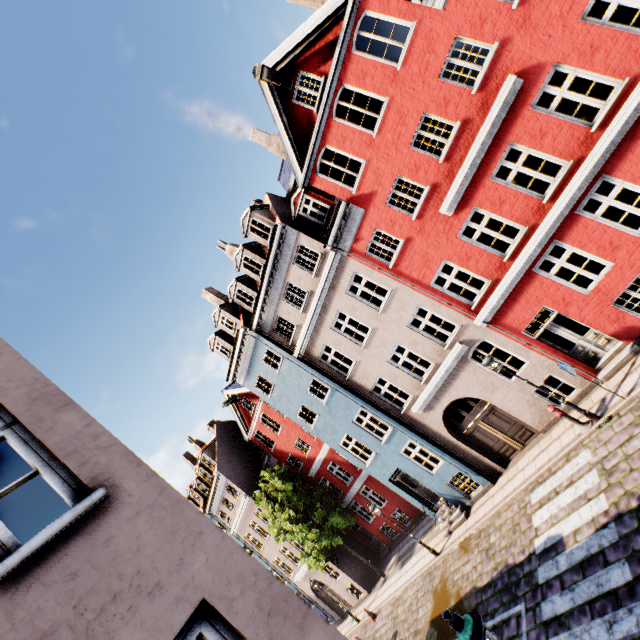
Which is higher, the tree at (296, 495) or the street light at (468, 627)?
the tree at (296, 495)

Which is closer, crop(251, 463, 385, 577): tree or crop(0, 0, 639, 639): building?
crop(0, 0, 639, 639): building

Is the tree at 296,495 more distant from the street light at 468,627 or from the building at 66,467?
the street light at 468,627

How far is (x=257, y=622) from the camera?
2.41m

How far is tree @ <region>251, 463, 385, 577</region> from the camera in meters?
19.9 m

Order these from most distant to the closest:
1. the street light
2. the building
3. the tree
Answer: the tree → the street light → the building

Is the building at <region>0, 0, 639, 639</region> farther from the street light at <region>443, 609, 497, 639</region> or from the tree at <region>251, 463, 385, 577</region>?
the street light at <region>443, 609, 497, 639</region>
